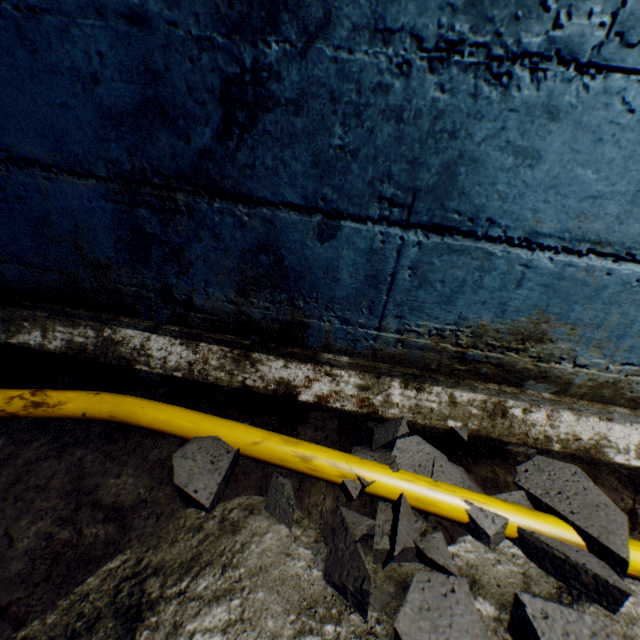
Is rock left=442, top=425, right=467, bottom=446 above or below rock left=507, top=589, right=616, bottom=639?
below

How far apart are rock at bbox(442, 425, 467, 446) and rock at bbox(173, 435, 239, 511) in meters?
0.2

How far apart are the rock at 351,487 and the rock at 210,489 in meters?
0.2

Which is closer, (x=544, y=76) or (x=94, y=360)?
(x=544, y=76)

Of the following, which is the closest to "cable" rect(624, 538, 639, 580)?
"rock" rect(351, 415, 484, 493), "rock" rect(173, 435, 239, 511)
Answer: "rock" rect(351, 415, 484, 493)

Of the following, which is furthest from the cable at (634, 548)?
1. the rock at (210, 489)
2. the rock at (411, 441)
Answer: the rock at (210, 489)

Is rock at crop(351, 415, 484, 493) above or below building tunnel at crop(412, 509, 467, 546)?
above
